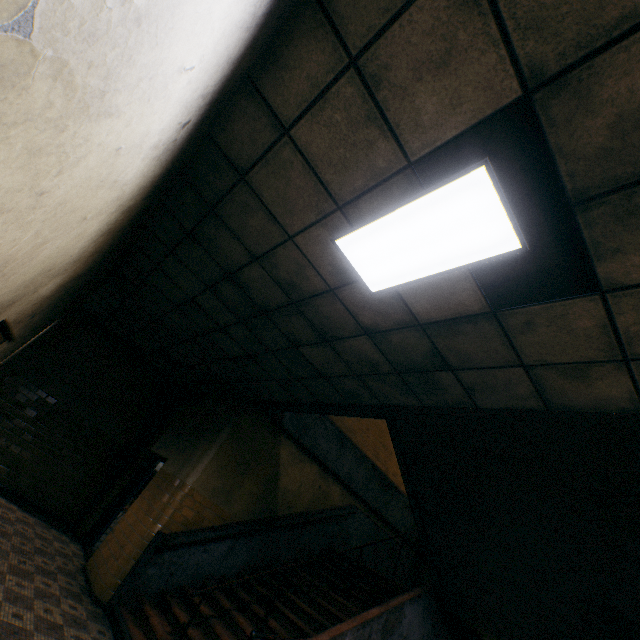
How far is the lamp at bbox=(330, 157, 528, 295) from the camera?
2.02m

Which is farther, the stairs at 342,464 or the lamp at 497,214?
the stairs at 342,464

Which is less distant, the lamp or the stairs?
the lamp

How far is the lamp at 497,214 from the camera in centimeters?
202cm

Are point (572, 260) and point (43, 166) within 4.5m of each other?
yes
